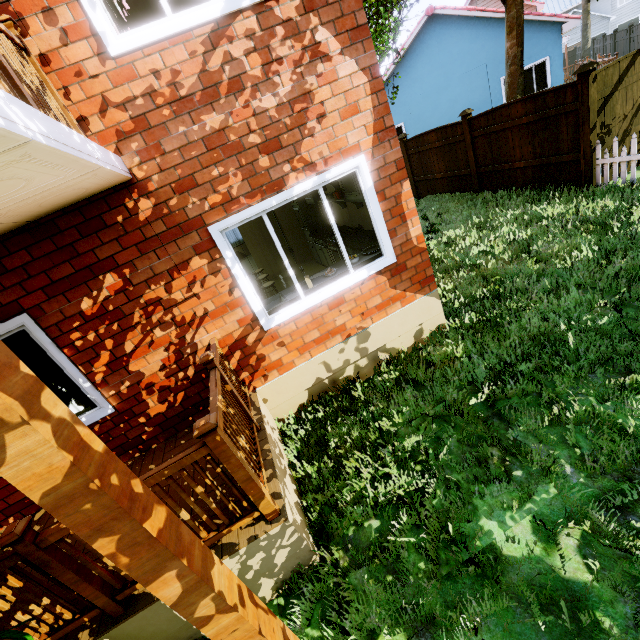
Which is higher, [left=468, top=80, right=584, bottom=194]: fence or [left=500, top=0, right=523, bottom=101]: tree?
[left=500, top=0, right=523, bottom=101]: tree

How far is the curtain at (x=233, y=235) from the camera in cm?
1283

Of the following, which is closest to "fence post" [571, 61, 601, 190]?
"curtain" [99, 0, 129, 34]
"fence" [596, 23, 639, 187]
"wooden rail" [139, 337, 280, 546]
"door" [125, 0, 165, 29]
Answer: "fence" [596, 23, 639, 187]

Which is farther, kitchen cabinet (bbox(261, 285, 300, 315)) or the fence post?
the fence post

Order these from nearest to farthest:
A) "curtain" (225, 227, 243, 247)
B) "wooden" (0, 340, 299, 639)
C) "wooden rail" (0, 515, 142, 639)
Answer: "wooden" (0, 340, 299, 639)
"wooden rail" (0, 515, 142, 639)
"curtain" (225, 227, 243, 247)

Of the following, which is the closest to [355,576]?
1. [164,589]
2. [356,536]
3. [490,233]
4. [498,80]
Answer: [356,536]

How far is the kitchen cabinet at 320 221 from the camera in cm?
436

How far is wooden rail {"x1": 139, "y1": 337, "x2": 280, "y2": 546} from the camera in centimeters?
218cm
